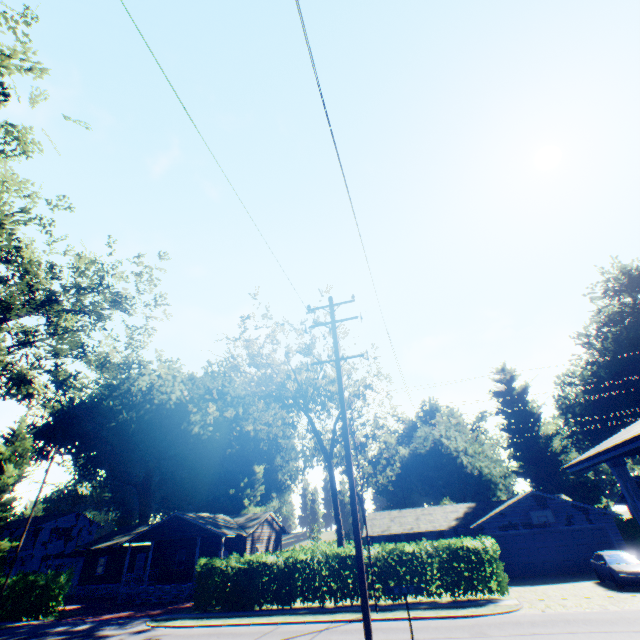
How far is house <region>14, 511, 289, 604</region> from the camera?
29.97m

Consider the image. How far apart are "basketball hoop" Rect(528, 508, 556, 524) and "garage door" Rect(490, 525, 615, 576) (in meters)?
0.53

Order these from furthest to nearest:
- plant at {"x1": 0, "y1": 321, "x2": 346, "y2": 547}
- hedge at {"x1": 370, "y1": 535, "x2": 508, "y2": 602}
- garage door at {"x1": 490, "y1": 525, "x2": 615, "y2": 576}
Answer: plant at {"x1": 0, "y1": 321, "x2": 346, "y2": 547}, garage door at {"x1": 490, "y1": 525, "x2": 615, "y2": 576}, hedge at {"x1": 370, "y1": 535, "x2": 508, "y2": 602}

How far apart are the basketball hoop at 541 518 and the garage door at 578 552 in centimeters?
53cm

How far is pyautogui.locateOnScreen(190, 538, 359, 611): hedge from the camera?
20.1m

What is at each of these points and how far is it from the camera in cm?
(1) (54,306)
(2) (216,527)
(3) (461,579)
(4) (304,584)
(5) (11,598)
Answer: (1) tree, 1666
(2) house, 3048
(3) hedge, 1867
(4) hedge, 2048
(5) hedge, 2497

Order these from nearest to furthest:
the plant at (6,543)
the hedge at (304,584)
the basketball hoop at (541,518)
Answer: the hedge at (304,584) → the basketball hoop at (541,518) → the plant at (6,543)

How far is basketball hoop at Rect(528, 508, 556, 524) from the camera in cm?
2622
